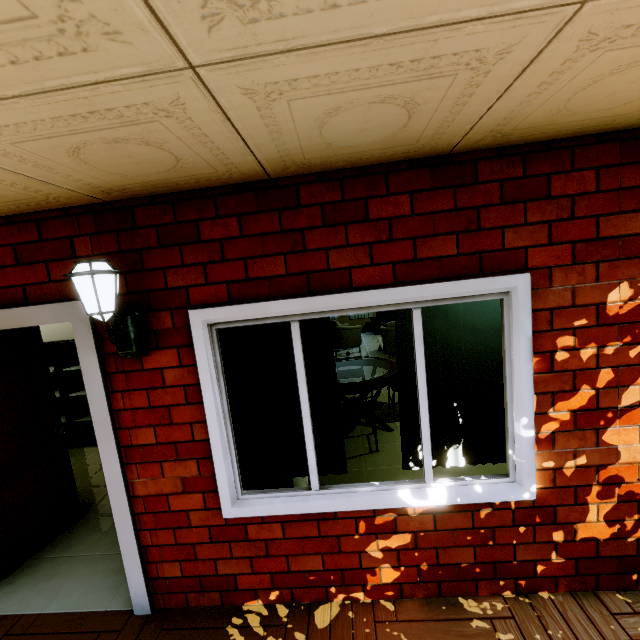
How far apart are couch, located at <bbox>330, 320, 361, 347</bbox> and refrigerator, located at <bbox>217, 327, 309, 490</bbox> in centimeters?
579cm

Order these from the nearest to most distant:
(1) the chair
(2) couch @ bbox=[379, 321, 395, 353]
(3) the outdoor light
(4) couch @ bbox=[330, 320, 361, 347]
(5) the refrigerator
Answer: (3) the outdoor light < (5) the refrigerator < (1) the chair < (2) couch @ bbox=[379, 321, 395, 353] < (4) couch @ bbox=[330, 320, 361, 347]

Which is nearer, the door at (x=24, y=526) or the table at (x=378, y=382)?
the door at (x=24, y=526)

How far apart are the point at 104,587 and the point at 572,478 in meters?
3.5 m

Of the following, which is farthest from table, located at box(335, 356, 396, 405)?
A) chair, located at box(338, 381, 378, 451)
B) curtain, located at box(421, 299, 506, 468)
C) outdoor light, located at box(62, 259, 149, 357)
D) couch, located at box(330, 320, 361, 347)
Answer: couch, located at box(330, 320, 361, 347)

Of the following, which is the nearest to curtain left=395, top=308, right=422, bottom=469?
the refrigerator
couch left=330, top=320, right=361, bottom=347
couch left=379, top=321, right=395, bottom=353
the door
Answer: the refrigerator

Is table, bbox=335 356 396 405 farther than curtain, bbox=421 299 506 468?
Yes

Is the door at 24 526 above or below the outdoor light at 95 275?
below
